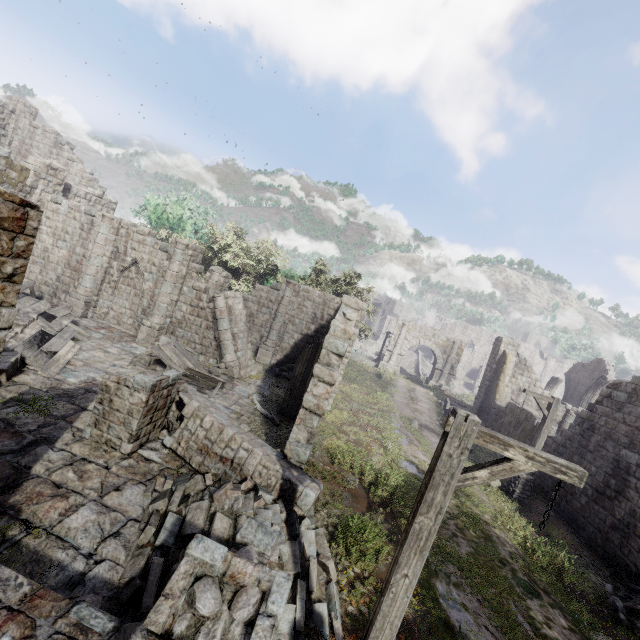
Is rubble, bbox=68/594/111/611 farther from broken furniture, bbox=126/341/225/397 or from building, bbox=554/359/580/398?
broken furniture, bbox=126/341/225/397

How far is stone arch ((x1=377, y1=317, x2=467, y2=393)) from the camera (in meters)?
34.38

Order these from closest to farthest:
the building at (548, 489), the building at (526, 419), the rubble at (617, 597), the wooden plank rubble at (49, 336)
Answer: the rubble at (617, 597) → the wooden plank rubble at (49, 336) → the building at (548, 489) → the building at (526, 419)

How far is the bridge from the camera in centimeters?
4422cm

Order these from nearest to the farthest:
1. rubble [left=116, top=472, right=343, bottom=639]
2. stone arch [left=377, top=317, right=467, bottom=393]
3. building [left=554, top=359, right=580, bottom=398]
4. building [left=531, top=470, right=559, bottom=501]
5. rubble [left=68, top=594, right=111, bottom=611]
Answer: rubble [left=68, top=594, right=111, bottom=611] → rubble [left=116, top=472, right=343, bottom=639] → building [left=531, top=470, right=559, bottom=501] → stone arch [left=377, top=317, right=467, bottom=393] → building [left=554, top=359, right=580, bottom=398]

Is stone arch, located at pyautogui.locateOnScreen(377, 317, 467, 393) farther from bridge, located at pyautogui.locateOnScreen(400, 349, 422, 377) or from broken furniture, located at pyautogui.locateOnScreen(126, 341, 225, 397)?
broken furniture, located at pyautogui.locateOnScreen(126, 341, 225, 397)

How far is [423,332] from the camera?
35.2m

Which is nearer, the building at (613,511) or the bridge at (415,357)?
the building at (613,511)
